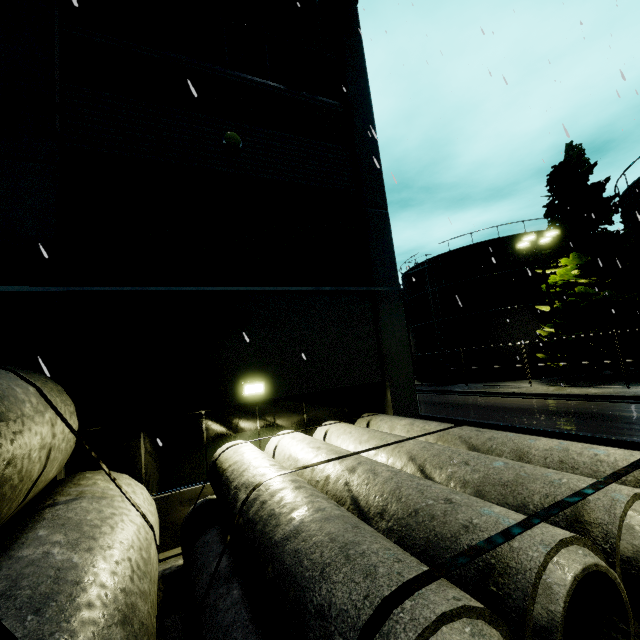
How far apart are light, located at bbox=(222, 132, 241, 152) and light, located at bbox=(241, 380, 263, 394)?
5.6 meters

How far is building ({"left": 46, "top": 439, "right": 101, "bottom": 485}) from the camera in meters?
5.5

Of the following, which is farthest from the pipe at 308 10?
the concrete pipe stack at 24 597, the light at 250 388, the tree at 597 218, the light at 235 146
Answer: the light at 250 388

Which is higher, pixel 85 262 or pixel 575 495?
pixel 85 262

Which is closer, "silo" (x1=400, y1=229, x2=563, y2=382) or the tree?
the tree

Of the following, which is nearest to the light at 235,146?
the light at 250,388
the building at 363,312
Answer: the building at 363,312

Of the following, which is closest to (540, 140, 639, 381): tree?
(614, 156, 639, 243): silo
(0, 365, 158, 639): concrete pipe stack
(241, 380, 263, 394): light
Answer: (614, 156, 639, 243): silo

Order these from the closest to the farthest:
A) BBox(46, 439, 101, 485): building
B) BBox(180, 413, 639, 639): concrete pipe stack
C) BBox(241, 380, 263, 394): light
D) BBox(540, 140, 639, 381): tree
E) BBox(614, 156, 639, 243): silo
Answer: BBox(180, 413, 639, 639): concrete pipe stack → BBox(46, 439, 101, 485): building → BBox(241, 380, 263, 394): light → BBox(540, 140, 639, 381): tree → BBox(614, 156, 639, 243): silo
